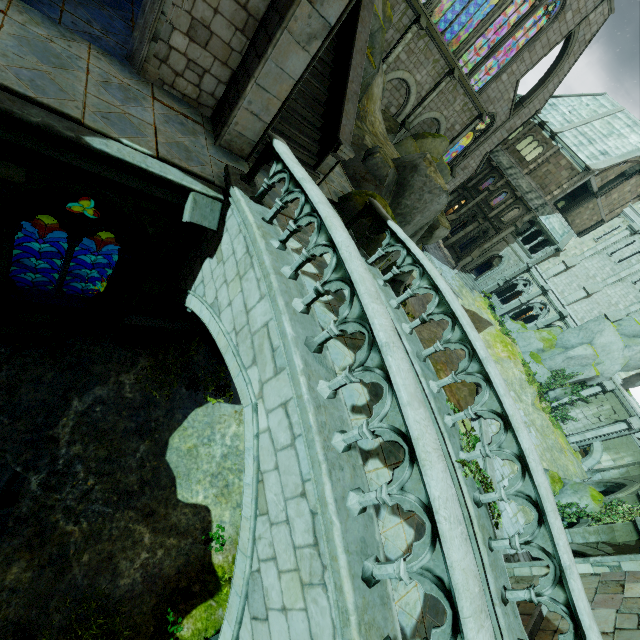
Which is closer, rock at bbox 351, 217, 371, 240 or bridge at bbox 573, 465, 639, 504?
rock at bbox 351, 217, 371, 240

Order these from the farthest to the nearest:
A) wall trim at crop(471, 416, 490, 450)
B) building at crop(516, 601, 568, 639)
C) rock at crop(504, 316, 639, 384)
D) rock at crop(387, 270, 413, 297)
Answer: rock at crop(504, 316, 639, 384) < wall trim at crop(471, 416, 490, 450) < rock at crop(387, 270, 413, 297) < building at crop(516, 601, 568, 639)

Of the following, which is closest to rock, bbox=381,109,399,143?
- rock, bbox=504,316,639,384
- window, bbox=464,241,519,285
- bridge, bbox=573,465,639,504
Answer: window, bbox=464,241,519,285

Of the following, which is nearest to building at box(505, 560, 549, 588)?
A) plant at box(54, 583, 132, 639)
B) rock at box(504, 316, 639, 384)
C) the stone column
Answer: plant at box(54, 583, 132, 639)

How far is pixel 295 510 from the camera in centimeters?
406cm

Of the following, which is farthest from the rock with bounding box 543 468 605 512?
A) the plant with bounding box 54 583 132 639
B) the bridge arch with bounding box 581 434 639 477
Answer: the plant with bounding box 54 583 132 639

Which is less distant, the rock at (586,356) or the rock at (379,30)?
the rock at (379,30)

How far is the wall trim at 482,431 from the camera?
19.6m
